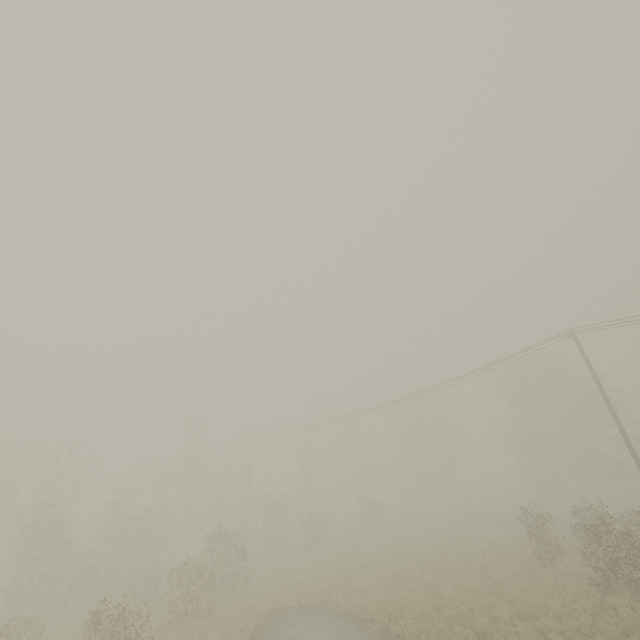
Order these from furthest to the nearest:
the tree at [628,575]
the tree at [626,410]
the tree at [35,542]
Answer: the tree at [626,410]
the tree at [35,542]
the tree at [628,575]

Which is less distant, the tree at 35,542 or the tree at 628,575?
the tree at 628,575

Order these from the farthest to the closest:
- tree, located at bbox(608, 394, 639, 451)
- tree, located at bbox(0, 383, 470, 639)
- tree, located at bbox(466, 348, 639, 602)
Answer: tree, located at bbox(608, 394, 639, 451)
tree, located at bbox(0, 383, 470, 639)
tree, located at bbox(466, 348, 639, 602)

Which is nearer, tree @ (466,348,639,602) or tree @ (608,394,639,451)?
tree @ (466,348,639,602)

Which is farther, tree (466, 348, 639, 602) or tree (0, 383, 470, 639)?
tree (0, 383, 470, 639)

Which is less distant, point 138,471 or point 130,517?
point 130,517
